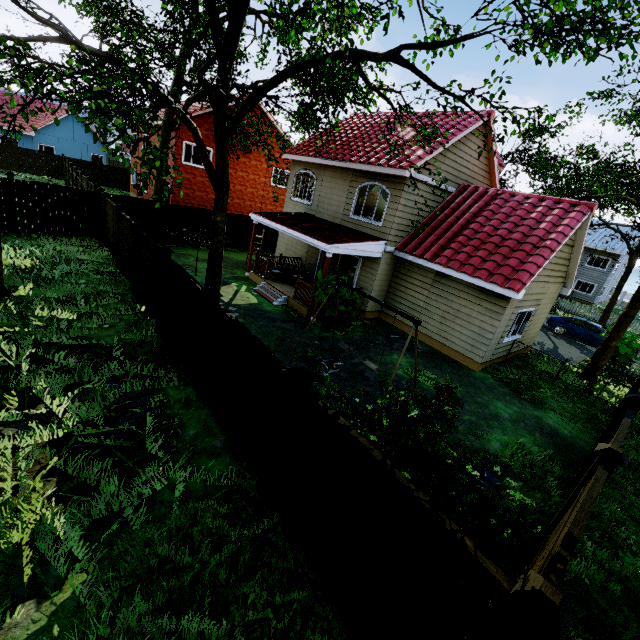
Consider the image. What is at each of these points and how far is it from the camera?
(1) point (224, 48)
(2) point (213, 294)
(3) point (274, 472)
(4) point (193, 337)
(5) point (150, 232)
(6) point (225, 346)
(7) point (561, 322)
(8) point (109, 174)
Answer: (1) tree, 7.6 meters
(2) fence post, 6.2 meters
(3) fence post, 4.8 meters
(4) fence, 7.2 meters
(5) fence, 17.8 meters
(6) fence, 6.0 meters
(7) car, 21.2 meters
(8) fence, 34.1 meters

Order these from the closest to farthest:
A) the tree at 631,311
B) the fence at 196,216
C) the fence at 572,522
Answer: the fence at 572,522 < the tree at 631,311 < the fence at 196,216

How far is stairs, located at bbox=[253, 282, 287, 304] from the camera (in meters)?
13.88

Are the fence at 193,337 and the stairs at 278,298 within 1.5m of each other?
no

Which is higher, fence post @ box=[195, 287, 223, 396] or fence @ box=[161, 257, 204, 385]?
fence post @ box=[195, 287, 223, 396]

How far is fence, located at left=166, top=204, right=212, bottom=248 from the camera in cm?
1816

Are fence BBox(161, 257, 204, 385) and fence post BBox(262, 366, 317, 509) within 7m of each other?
yes

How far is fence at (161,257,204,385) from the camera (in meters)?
6.96
